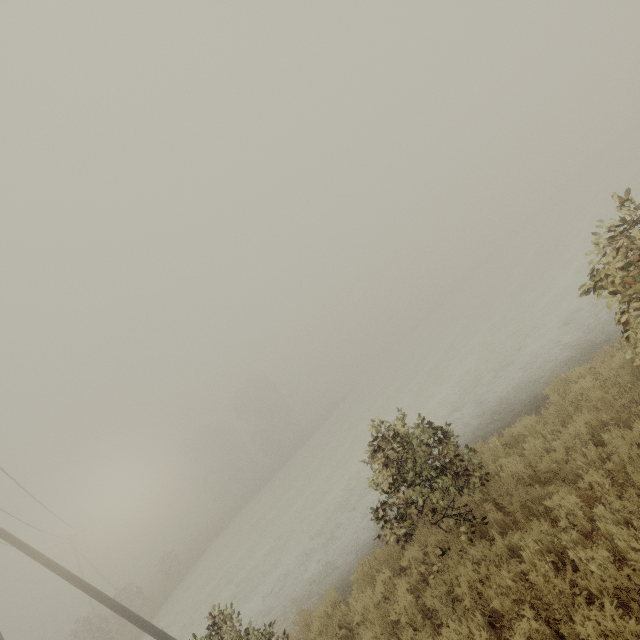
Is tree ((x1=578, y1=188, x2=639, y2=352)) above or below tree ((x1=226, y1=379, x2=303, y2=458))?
→ below

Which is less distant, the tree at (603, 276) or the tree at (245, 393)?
the tree at (603, 276)

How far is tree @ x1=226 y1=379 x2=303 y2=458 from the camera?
54.56m

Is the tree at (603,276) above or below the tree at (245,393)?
below

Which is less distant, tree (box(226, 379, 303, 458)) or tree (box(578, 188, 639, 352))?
tree (box(578, 188, 639, 352))

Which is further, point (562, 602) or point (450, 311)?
point (450, 311)
